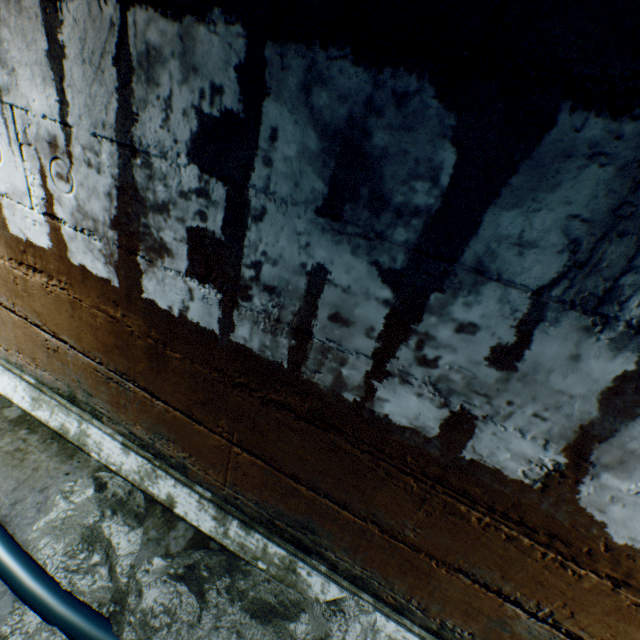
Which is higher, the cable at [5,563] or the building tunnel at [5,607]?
the cable at [5,563]

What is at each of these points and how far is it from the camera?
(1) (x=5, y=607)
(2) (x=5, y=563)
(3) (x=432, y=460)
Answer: (1) building tunnel, 1.2m
(2) cable, 1.2m
(3) building tunnel, 0.9m

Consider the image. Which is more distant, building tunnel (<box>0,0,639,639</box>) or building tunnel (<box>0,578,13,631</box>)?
building tunnel (<box>0,578,13,631</box>)

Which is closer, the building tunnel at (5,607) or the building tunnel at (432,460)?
the building tunnel at (432,460)

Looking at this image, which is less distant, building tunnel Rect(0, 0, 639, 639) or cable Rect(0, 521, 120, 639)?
building tunnel Rect(0, 0, 639, 639)

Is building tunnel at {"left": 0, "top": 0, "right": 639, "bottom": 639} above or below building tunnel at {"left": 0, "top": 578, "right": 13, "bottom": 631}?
above

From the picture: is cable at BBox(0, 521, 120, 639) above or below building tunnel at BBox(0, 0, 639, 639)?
below
